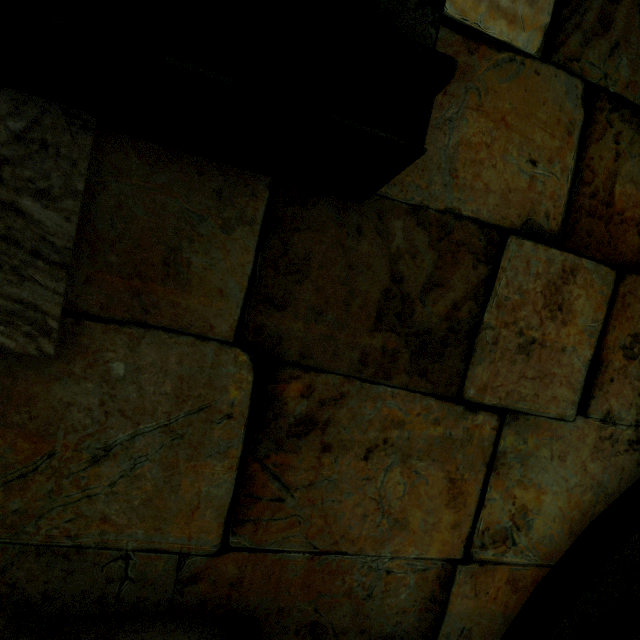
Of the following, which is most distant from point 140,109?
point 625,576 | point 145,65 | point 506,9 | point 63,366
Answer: point 625,576
